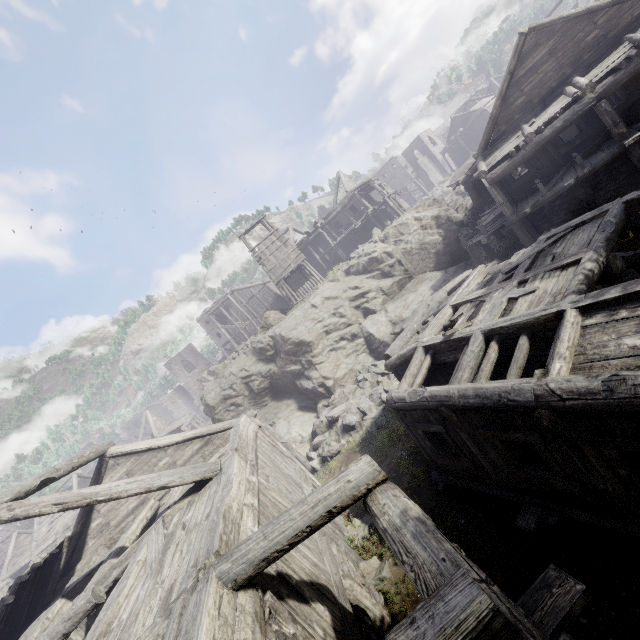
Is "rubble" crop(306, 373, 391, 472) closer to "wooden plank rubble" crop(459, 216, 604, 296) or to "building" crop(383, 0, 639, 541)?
"building" crop(383, 0, 639, 541)

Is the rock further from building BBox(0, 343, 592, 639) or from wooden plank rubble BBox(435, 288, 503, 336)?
wooden plank rubble BBox(435, 288, 503, 336)

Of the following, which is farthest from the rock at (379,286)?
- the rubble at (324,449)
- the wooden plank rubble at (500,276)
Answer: the wooden plank rubble at (500,276)

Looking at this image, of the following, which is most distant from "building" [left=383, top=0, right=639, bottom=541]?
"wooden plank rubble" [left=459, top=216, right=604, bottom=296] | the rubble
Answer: the rubble

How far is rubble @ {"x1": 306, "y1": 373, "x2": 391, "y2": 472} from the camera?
15.12m

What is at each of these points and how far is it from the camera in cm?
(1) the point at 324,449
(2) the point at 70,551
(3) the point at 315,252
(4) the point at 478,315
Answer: (1) rubble, 1549
(2) building, 1135
(3) building, 3556
(4) wooden plank rubble, 912

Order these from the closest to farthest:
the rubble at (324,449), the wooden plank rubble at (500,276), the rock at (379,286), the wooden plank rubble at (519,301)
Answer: the wooden plank rubble at (519,301), the wooden plank rubble at (500,276), the rubble at (324,449), the rock at (379,286)

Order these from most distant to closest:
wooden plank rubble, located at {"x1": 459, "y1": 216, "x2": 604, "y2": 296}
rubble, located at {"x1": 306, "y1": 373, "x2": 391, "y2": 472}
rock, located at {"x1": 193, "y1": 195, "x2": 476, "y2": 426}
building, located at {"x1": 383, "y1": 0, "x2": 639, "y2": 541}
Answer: rock, located at {"x1": 193, "y1": 195, "x2": 476, "y2": 426}
rubble, located at {"x1": 306, "y1": 373, "x2": 391, "y2": 472}
wooden plank rubble, located at {"x1": 459, "y1": 216, "x2": 604, "y2": 296}
building, located at {"x1": 383, "y1": 0, "x2": 639, "y2": 541}
